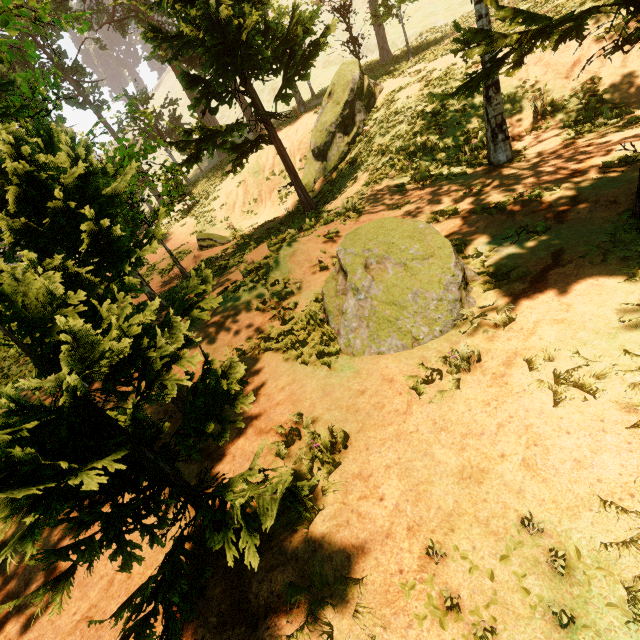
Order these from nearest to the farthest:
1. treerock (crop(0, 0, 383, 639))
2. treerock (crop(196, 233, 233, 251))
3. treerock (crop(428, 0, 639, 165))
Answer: treerock (crop(0, 0, 383, 639)), treerock (crop(428, 0, 639, 165)), treerock (crop(196, 233, 233, 251))

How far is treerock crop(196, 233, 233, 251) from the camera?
17.47m

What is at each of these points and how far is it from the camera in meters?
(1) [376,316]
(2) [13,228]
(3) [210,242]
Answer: (1) treerock, 5.4
(2) treerock, 3.2
(3) treerock, 17.6

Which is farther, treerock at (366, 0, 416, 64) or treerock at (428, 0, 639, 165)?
treerock at (366, 0, 416, 64)

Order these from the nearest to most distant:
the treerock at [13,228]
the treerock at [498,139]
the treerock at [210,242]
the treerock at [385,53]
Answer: the treerock at [13,228] → the treerock at [498,139] → the treerock at [210,242] → the treerock at [385,53]

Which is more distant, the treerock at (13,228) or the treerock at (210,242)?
the treerock at (210,242)
